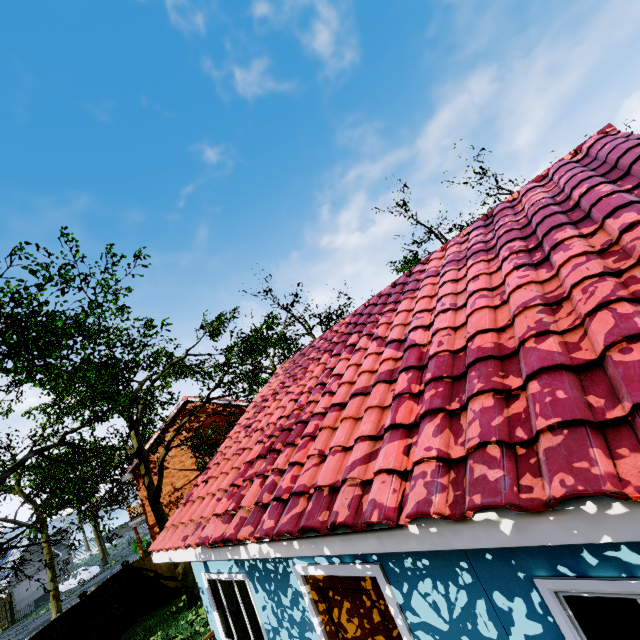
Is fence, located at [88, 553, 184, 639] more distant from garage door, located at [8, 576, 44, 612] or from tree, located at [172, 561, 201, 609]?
garage door, located at [8, 576, 44, 612]

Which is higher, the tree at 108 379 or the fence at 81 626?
the tree at 108 379

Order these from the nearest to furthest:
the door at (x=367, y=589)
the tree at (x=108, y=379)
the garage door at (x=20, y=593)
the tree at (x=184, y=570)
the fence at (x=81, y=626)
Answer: the door at (x=367, y=589) → the tree at (x=108, y=379) → the fence at (x=81, y=626) → the tree at (x=184, y=570) → the garage door at (x=20, y=593)

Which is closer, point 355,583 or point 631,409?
point 631,409

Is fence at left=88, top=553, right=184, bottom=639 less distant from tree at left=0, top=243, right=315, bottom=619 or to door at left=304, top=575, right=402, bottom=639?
tree at left=0, top=243, right=315, bottom=619

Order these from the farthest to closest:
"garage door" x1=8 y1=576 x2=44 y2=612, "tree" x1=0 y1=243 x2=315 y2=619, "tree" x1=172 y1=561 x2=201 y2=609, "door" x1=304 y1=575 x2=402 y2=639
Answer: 1. "garage door" x1=8 y1=576 x2=44 y2=612
2. "tree" x1=172 y1=561 x2=201 y2=609
3. "tree" x1=0 y1=243 x2=315 y2=619
4. "door" x1=304 y1=575 x2=402 y2=639

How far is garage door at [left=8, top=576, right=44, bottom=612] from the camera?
32.3 meters
